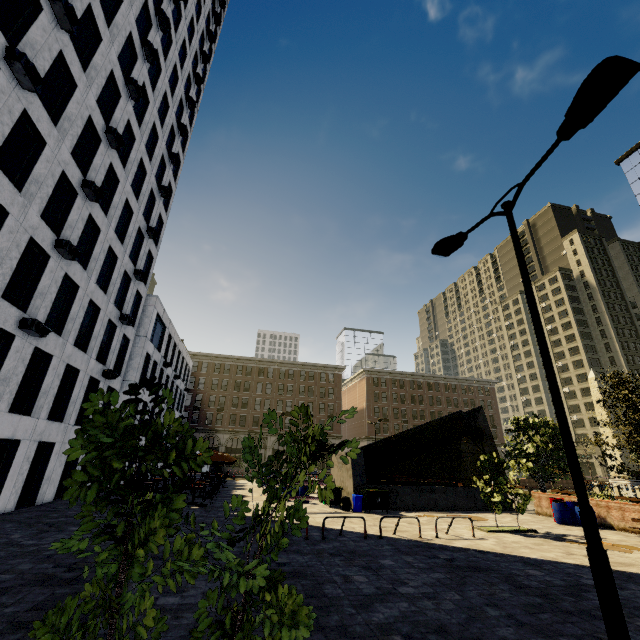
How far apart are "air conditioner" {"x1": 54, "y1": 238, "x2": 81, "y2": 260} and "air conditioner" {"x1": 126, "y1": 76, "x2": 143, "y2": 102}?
11.59m

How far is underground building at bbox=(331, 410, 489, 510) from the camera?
19.31m

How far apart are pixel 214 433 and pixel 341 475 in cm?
3984

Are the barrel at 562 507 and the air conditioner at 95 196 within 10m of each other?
no

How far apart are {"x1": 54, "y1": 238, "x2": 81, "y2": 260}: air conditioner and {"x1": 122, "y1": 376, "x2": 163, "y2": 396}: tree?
16.2 meters

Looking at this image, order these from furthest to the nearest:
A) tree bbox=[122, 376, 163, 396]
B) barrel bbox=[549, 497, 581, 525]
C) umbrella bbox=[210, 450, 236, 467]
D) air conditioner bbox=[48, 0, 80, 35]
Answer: umbrella bbox=[210, 450, 236, 467]
barrel bbox=[549, 497, 581, 525]
air conditioner bbox=[48, 0, 80, 35]
tree bbox=[122, 376, 163, 396]

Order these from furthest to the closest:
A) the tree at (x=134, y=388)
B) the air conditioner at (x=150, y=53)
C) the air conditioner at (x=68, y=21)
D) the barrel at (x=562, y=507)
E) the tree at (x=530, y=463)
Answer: the air conditioner at (x=150, y=53)
the barrel at (x=562, y=507)
the tree at (x=530, y=463)
the air conditioner at (x=68, y=21)
the tree at (x=134, y=388)

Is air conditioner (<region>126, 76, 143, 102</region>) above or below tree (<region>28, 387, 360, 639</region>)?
above
